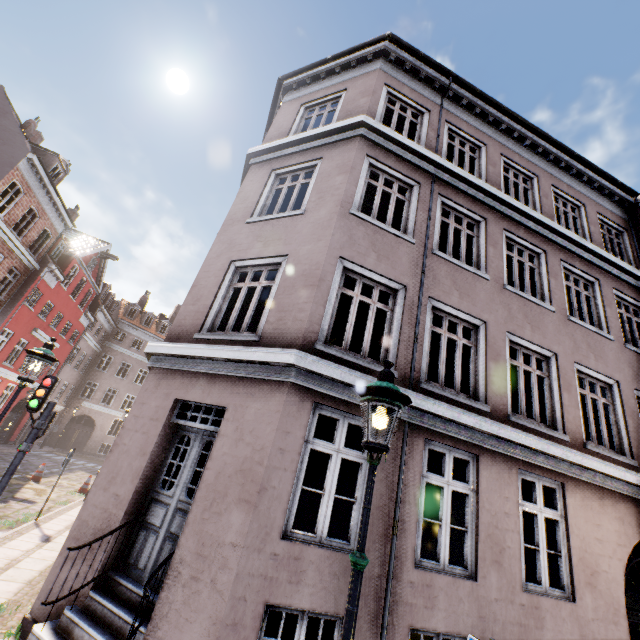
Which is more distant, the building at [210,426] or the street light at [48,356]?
the street light at [48,356]

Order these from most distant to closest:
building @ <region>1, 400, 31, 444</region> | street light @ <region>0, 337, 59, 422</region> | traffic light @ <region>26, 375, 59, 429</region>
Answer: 1. building @ <region>1, 400, 31, 444</region>
2. traffic light @ <region>26, 375, 59, 429</region>
3. street light @ <region>0, 337, 59, 422</region>

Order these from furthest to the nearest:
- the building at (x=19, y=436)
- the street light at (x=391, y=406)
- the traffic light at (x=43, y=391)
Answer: the building at (x=19, y=436)
the traffic light at (x=43, y=391)
the street light at (x=391, y=406)

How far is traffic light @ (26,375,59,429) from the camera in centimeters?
667cm

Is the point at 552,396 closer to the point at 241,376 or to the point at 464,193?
the point at 464,193

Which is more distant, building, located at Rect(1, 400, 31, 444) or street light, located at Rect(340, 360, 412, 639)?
building, located at Rect(1, 400, 31, 444)
